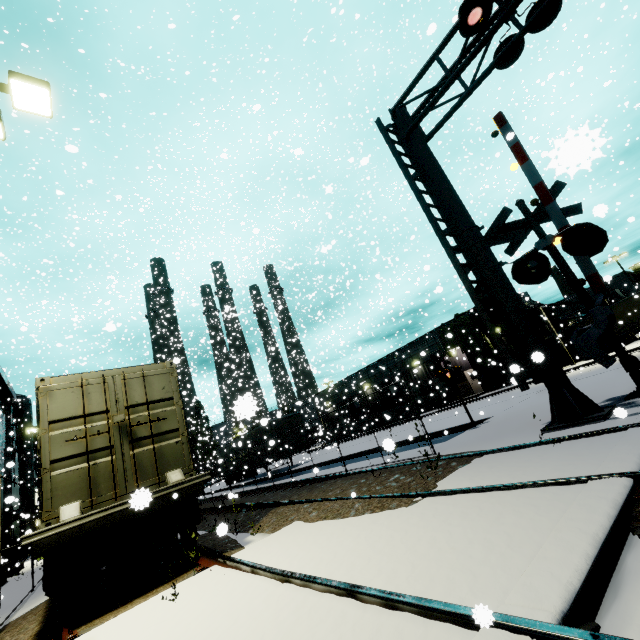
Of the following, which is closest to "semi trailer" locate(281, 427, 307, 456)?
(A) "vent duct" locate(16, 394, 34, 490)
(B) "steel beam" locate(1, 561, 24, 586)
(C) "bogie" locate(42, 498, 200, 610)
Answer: (A) "vent duct" locate(16, 394, 34, 490)

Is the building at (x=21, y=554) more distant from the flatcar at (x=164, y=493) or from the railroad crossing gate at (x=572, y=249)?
the flatcar at (x=164, y=493)

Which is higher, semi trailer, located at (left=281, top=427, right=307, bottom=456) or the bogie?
semi trailer, located at (left=281, top=427, right=307, bottom=456)

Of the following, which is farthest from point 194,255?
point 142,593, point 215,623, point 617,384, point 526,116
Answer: point 526,116

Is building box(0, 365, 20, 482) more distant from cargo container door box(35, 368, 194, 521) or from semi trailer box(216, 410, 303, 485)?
cargo container door box(35, 368, 194, 521)

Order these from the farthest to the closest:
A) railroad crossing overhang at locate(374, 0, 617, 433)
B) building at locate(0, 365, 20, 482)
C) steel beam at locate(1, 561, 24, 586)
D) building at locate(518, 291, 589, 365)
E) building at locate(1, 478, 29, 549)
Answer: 1. building at locate(0, 365, 20, 482)
2. building at locate(518, 291, 589, 365)
3. building at locate(1, 478, 29, 549)
4. steel beam at locate(1, 561, 24, 586)
5. railroad crossing overhang at locate(374, 0, 617, 433)

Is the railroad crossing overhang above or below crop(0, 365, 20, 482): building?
below

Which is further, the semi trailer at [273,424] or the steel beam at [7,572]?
the semi trailer at [273,424]
